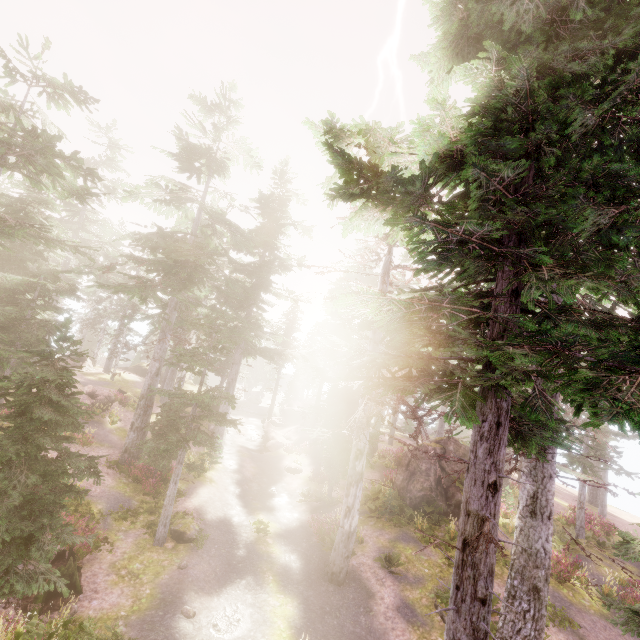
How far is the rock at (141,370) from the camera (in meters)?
43.00

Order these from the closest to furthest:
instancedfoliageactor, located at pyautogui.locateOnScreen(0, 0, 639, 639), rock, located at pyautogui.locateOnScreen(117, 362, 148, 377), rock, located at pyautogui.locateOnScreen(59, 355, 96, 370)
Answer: instancedfoliageactor, located at pyautogui.locateOnScreen(0, 0, 639, 639)
rock, located at pyautogui.locateOnScreen(59, 355, 96, 370)
rock, located at pyautogui.locateOnScreen(117, 362, 148, 377)

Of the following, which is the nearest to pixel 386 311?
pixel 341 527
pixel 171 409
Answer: pixel 341 527

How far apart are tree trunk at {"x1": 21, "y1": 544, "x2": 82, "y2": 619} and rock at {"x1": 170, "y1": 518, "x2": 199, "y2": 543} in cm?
352

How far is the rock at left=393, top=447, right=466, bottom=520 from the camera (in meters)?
19.64

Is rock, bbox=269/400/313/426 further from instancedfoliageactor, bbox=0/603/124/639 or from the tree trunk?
the tree trunk

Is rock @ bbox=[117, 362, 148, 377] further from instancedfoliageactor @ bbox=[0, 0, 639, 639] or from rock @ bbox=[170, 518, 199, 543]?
rock @ bbox=[170, 518, 199, 543]

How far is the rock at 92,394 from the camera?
24.0m
